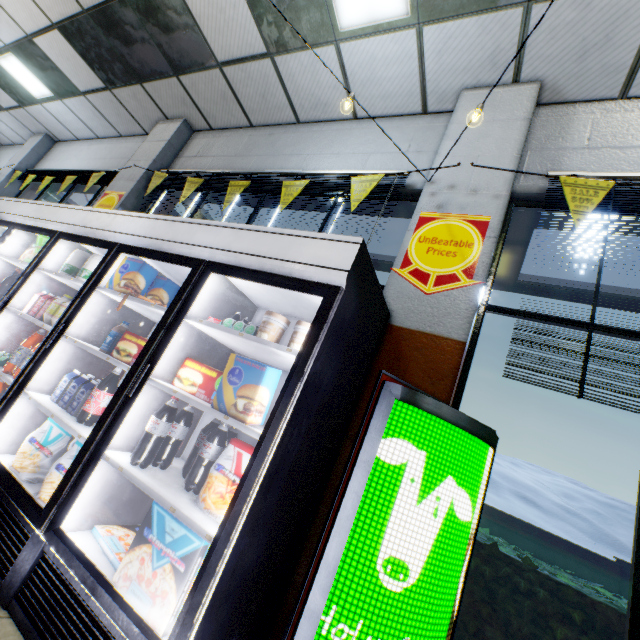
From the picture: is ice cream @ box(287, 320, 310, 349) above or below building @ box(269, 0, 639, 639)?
below

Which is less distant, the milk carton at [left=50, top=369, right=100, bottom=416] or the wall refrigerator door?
the wall refrigerator door

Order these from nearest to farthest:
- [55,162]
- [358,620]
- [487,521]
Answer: [358,620] → [55,162] → [487,521]

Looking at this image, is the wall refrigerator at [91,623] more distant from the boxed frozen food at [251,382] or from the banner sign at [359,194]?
the banner sign at [359,194]

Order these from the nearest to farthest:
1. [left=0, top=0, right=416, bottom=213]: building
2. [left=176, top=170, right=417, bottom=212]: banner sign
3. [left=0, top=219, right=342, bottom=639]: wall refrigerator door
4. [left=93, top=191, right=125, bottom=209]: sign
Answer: [left=0, top=219, right=342, bottom=639]: wall refrigerator door → [left=176, top=170, right=417, bottom=212]: banner sign → [left=0, top=0, right=416, bottom=213]: building → [left=93, top=191, right=125, bottom=209]: sign

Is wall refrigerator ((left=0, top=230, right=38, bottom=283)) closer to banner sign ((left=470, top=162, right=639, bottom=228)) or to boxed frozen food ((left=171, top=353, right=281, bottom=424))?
boxed frozen food ((left=171, top=353, right=281, bottom=424))

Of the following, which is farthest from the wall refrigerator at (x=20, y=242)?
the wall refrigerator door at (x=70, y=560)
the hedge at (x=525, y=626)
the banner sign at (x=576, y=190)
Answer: the banner sign at (x=576, y=190)

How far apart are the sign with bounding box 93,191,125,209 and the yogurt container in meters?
2.5
